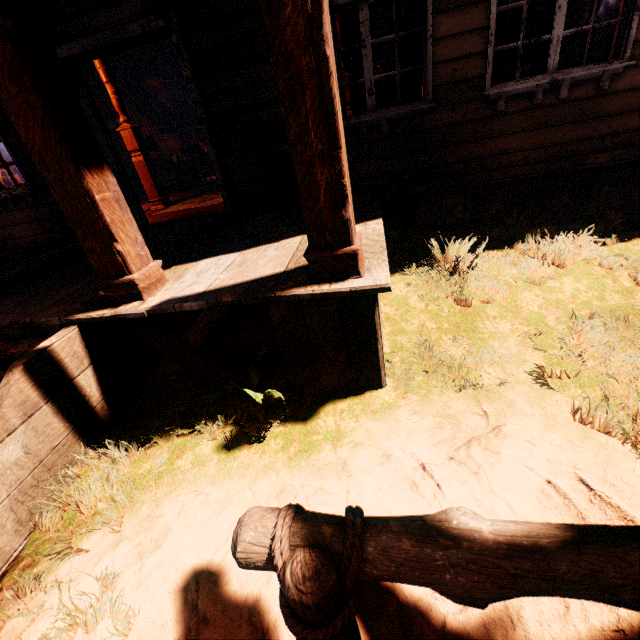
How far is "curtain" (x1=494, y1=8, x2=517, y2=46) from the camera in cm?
349

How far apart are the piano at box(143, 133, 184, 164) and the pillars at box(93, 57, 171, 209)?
6.11m

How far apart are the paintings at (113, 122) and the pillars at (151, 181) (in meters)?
5.31

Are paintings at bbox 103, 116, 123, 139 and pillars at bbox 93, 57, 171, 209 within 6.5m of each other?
yes

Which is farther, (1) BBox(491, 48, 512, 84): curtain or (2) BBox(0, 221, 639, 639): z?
(1) BBox(491, 48, 512, 84): curtain

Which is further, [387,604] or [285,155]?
[285,155]

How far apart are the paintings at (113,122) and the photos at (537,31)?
12.4 meters

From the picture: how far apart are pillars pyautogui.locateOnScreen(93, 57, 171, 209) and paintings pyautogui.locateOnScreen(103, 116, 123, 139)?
5.31m
